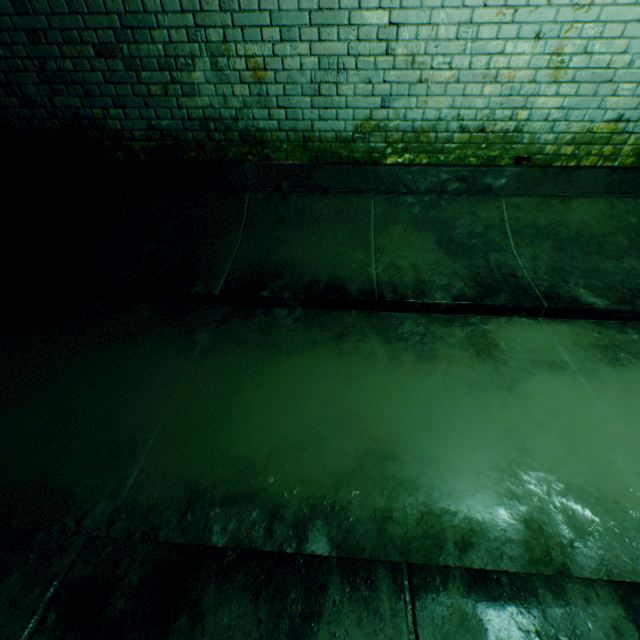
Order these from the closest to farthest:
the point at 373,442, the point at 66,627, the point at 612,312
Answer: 1. the point at 66,627
2. the point at 373,442
3. the point at 612,312
